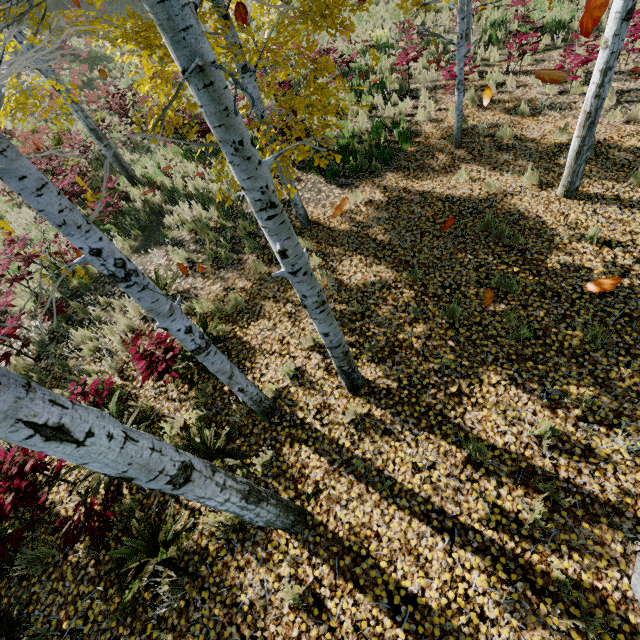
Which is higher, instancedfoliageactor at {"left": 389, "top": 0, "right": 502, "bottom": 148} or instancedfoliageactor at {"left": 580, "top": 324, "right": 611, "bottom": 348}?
instancedfoliageactor at {"left": 389, "top": 0, "right": 502, "bottom": 148}

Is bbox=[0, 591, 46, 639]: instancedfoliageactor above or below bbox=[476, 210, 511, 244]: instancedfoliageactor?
above

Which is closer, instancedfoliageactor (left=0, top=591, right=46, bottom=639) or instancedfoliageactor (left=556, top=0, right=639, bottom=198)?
instancedfoliageactor (left=0, top=591, right=46, bottom=639)

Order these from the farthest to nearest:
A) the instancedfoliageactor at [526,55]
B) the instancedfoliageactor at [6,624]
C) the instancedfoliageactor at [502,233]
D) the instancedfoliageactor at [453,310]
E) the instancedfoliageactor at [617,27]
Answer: the instancedfoliageactor at [526,55] < the instancedfoliageactor at [502,233] < the instancedfoliageactor at [453,310] < the instancedfoliageactor at [617,27] < the instancedfoliageactor at [6,624]

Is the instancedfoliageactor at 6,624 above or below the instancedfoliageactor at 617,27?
above

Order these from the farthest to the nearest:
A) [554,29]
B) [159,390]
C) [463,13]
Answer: [554,29] < [463,13] < [159,390]

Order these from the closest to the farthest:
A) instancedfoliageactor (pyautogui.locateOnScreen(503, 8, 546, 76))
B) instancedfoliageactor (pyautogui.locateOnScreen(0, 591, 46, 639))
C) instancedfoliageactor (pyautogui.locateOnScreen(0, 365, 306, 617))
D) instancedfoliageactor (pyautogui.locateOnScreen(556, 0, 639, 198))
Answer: A:
instancedfoliageactor (pyautogui.locateOnScreen(0, 365, 306, 617))
instancedfoliageactor (pyautogui.locateOnScreen(0, 591, 46, 639))
instancedfoliageactor (pyautogui.locateOnScreen(556, 0, 639, 198))
instancedfoliageactor (pyautogui.locateOnScreen(503, 8, 546, 76))

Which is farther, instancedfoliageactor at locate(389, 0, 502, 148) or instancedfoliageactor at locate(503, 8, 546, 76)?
instancedfoliageactor at locate(503, 8, 546, 76)
